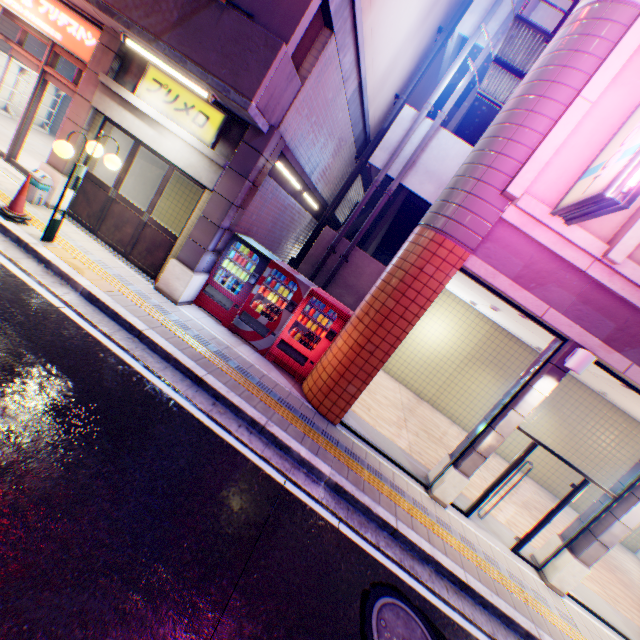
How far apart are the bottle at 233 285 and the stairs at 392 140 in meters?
6.5 m

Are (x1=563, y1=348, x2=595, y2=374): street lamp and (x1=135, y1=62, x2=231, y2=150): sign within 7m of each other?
no

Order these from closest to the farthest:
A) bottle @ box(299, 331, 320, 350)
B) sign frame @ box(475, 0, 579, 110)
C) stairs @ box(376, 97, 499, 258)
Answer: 1. sign frame @ box(475, 0, 579, 110)
2. bottle @ box(299, 331, 320, 350)
3. stairs @ box(376, 97, 499, 258)

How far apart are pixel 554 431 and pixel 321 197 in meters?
13.3

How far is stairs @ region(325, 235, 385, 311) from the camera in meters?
11.3

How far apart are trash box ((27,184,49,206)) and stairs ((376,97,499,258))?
9.1m

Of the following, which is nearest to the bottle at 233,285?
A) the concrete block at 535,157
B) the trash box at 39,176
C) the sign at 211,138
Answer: the sign at 211,138

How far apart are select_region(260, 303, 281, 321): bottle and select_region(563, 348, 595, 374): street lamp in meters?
5.9
